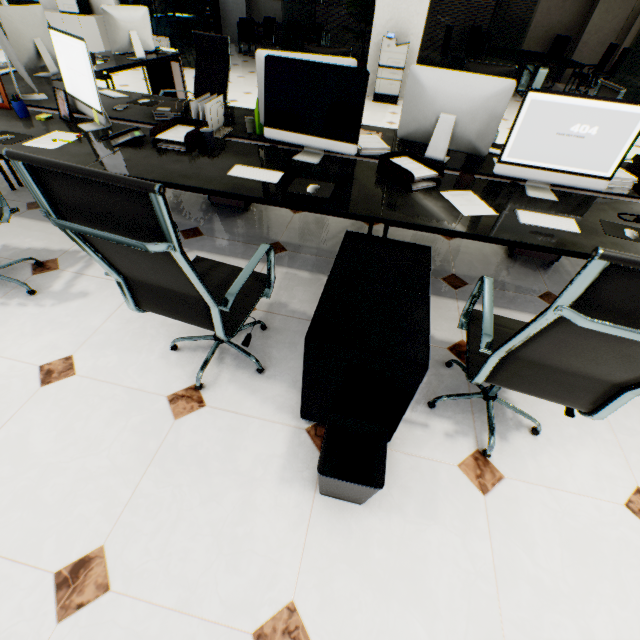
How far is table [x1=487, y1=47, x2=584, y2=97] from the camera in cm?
775

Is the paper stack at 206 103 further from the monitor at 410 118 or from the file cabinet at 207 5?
the file cabinet at 207 5

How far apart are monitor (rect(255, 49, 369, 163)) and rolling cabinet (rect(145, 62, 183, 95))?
4.6 meters

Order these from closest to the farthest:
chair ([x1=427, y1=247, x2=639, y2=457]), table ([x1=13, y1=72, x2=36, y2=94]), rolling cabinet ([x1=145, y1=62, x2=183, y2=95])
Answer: chair ([x1=427, y1=247, x2=639, y2=457]), table ([x1=13, y1=72, x2=36, y2=94]), rolling cabinet ([x1=145, y1=62, x2=183, y2=95])

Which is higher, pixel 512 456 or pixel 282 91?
pixel 282 91

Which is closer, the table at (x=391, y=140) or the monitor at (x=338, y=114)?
the monitor at (x=338, y=114)

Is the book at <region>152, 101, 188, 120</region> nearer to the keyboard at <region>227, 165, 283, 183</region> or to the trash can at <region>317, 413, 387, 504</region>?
the keyboard at <region>227, 165, 283, 183</region>

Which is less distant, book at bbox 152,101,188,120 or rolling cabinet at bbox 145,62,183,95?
book at bbox 152,101,188,120
